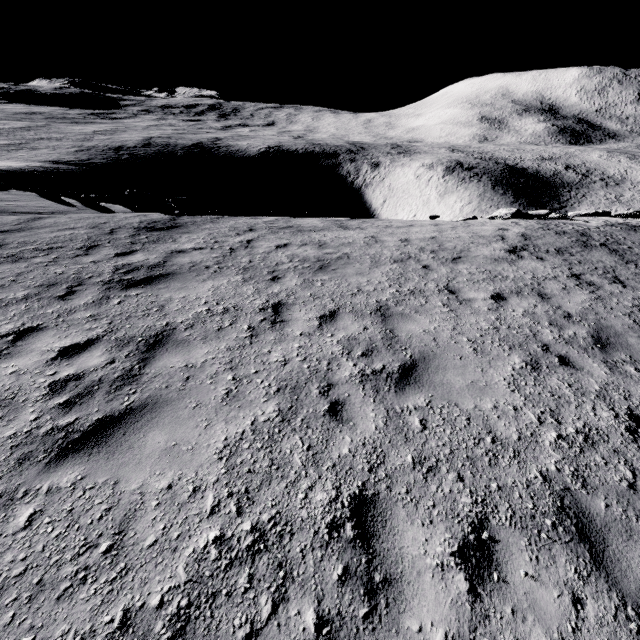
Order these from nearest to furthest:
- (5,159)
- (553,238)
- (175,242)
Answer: (175,242) < (553,238) < (5,159)

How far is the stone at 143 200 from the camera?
14.4 meters

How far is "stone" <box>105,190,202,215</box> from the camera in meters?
14.4
